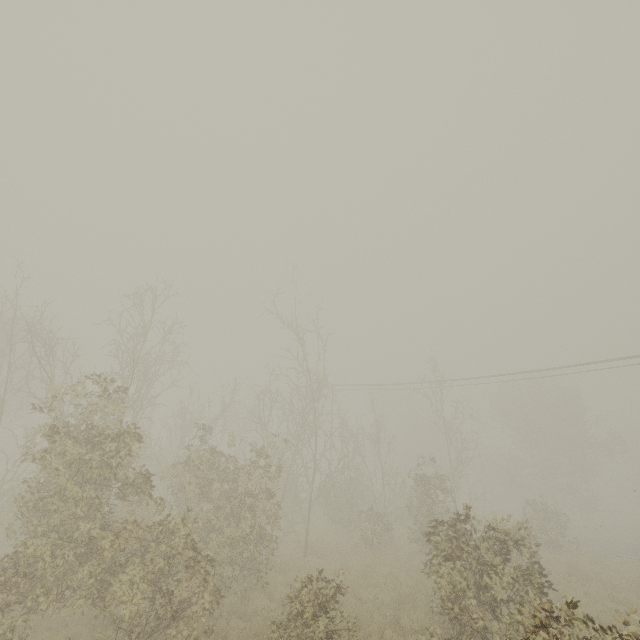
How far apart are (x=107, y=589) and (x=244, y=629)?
4.4 meters
